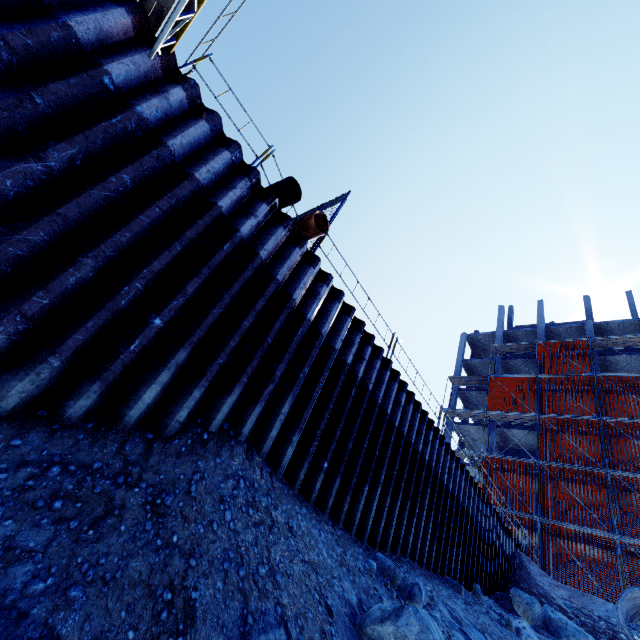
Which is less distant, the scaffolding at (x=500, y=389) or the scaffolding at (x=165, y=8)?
the scaffolding at (x=165, y=8)

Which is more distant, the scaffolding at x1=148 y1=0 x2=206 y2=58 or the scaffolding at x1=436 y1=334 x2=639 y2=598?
the scaffolding at x1=436 y1=334 x2=639 y2=598

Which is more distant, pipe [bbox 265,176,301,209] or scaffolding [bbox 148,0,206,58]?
pipe [bbox 265,176,301,209]

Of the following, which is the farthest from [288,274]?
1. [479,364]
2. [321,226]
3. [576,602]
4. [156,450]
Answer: [479,364]

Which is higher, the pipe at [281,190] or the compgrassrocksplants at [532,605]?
the pipe at [281,190]

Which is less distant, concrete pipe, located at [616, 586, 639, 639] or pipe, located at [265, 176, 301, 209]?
pipe, located at [265, 176, 301, 209]

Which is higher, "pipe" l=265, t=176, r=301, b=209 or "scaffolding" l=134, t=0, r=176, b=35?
"pipe" l=265, t=176, r=301, b=209

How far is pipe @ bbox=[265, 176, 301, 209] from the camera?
5.88m
